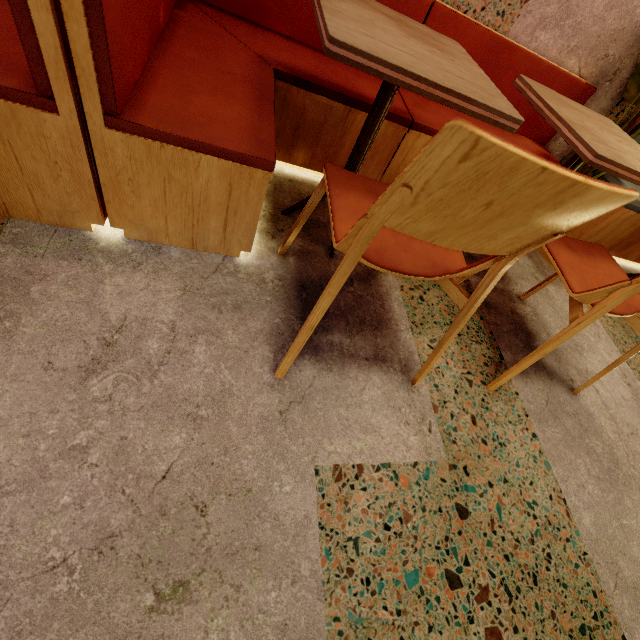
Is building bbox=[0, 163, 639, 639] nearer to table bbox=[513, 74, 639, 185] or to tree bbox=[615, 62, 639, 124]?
tree bbox=[615, 62, 639, 124]

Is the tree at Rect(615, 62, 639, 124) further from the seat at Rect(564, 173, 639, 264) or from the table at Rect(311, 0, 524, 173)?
the table at Rect(311, 0, 524, 173)

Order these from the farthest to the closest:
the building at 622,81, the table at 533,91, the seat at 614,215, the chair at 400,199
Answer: the seat at 614,215
the building at 622,81
the table at 533,91
the chair at 400,199

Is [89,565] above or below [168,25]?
below

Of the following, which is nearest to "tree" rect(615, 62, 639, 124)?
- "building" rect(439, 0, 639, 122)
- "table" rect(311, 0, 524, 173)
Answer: "building" rect(439, 0, 639, 122)

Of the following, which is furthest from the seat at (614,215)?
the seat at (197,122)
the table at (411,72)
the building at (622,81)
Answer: the table at (411,72)

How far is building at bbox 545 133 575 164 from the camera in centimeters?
228cm
